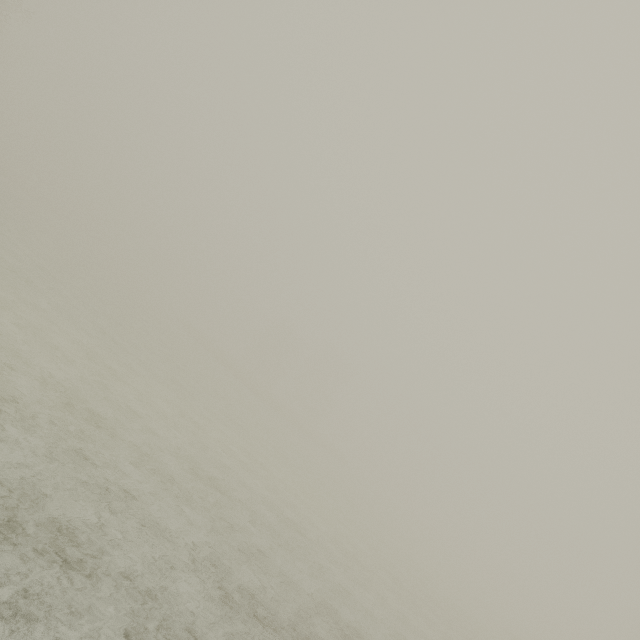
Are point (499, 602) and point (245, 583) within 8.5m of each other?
no
